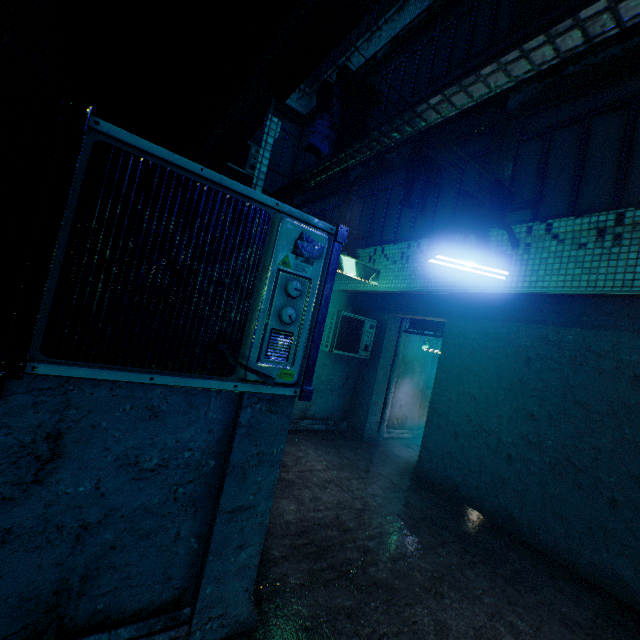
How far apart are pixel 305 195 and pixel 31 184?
8.74m

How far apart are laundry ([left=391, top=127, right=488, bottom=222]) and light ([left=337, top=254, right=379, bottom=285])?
2.1 meters

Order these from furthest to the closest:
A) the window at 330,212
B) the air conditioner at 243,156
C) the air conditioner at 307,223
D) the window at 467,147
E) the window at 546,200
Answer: the air conditioner at 243,156 → the window at 330,212 → the window at 467,147 → the window at 546,200 → the air conditioner at 307,223

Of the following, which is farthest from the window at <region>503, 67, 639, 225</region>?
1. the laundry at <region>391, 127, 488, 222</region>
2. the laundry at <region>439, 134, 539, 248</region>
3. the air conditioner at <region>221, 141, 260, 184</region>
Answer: the air conditioner at <region>221, 141, 260, 184</region>

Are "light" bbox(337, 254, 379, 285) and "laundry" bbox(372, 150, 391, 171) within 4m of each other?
yes

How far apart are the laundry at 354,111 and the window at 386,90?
4.12m

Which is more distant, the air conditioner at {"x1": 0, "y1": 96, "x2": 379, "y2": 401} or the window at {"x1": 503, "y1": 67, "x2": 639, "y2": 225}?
the window at {"x1": 503, "y1": 67, "x2": 639, "y2": 225}

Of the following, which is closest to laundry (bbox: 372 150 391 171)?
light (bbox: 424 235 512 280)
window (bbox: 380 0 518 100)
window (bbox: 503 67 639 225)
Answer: light (bbox: 424 235 512 280)
